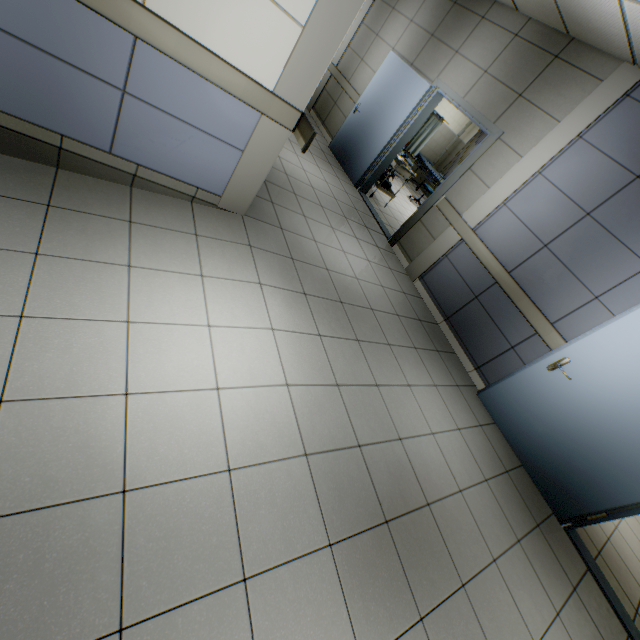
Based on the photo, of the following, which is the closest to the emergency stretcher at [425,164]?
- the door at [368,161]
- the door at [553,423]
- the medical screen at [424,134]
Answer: the medical screen at [424,134]

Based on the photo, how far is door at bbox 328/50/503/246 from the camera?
4.85m

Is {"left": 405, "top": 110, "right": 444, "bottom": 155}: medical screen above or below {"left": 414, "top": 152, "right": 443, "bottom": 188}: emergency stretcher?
above

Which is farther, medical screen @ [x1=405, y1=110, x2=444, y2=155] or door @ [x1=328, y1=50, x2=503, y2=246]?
medical screen @ [x1=405, y1=110, x2=444, y2=155]

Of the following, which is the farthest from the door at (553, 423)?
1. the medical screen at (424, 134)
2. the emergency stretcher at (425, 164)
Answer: the medical screen at (424, 134)

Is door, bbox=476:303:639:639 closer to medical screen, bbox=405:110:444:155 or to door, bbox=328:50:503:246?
door, bbox=328:50:503:246

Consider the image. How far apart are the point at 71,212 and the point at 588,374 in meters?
4.8

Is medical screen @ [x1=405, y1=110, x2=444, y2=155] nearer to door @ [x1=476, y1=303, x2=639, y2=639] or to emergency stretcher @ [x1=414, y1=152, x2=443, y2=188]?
emergency stretcher @ [x1=414, y1=152, x2=443, y2=188]
